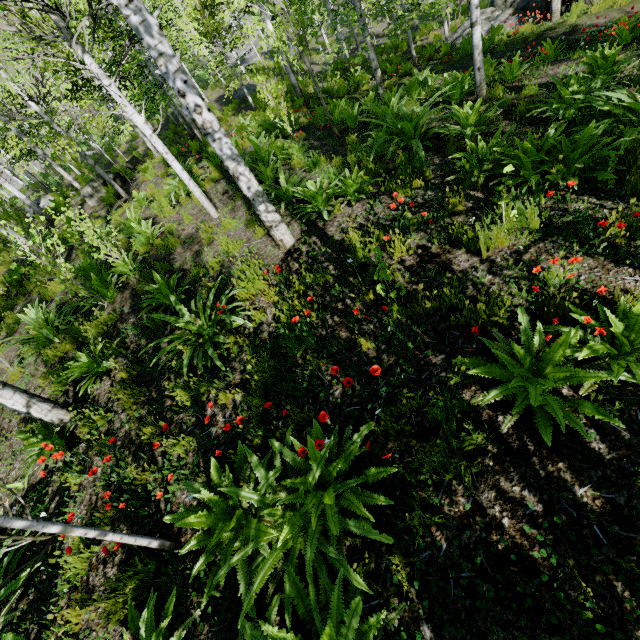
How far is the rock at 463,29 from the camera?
14.4 meters

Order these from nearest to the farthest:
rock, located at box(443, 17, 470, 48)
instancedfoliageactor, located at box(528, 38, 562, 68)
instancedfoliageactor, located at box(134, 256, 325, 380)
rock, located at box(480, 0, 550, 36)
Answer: instancedfoliageactor, located at box(134, 256, 325, 380) < instancedfoliageactor, located at box(528, 38, 562, 68) < rock, located at box(480, 0, 550, 36) < rock, located at box(443, 17, 470, 48)

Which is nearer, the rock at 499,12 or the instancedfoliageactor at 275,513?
the instancedfoliageactor at 275,513

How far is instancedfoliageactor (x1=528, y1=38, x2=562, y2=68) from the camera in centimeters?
787cm

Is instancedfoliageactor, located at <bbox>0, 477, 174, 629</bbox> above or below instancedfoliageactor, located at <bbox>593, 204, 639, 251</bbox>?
above

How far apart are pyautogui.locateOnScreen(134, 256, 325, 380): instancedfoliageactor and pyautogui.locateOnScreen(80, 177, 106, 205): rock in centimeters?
1231cm

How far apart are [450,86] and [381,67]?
10.2 meters

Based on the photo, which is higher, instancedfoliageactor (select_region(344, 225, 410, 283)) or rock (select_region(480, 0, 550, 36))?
instancedfoliageactor (select_region(344, 225, 410, 283))
